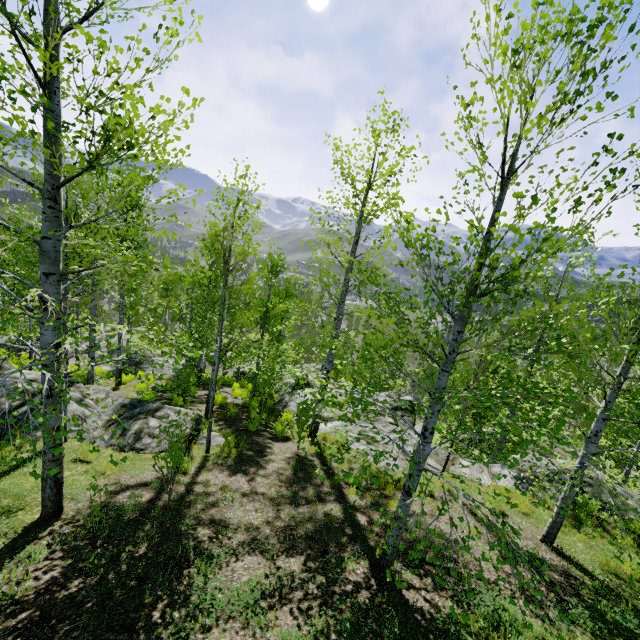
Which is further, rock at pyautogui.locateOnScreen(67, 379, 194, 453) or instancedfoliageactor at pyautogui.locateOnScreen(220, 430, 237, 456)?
instancedfoliageactor at pyautogui.locateOnScreen(220, 430, 237, 456)

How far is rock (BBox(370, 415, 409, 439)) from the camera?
12.7m

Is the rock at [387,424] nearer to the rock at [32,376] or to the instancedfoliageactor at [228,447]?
the instancedfoliageactor at [228,447]

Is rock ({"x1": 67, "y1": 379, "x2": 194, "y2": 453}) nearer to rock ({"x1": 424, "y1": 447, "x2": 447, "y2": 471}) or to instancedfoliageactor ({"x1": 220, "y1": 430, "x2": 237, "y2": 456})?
rock ({"x1": 424, "y1": 447, "x2": 447, "y2": 471})

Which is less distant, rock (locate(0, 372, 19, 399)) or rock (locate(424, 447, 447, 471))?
rock (locate(0, 372, 19, 399))

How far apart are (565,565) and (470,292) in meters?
6.1
